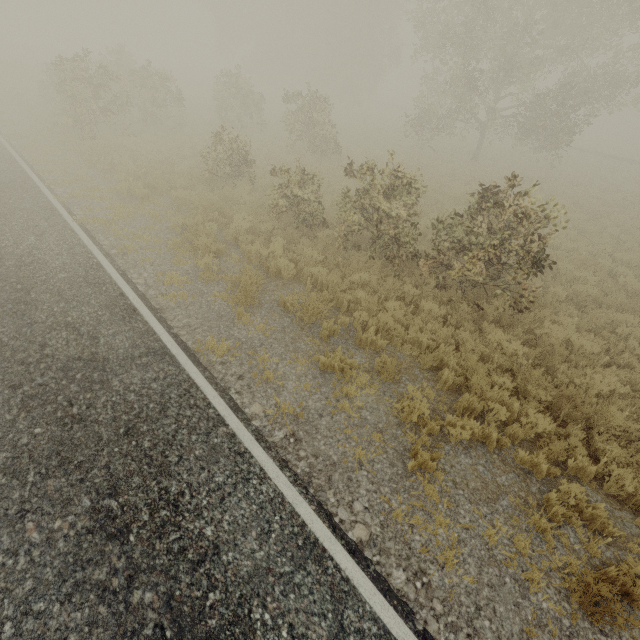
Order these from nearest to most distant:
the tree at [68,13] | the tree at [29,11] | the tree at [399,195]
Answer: the tree at [399,195] < the tree at [68,13] < the tree at [29,11]

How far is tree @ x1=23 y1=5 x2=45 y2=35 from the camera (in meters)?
58.06

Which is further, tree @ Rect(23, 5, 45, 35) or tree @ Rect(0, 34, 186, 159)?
tree @ Rect(23, 5, 45, 35)

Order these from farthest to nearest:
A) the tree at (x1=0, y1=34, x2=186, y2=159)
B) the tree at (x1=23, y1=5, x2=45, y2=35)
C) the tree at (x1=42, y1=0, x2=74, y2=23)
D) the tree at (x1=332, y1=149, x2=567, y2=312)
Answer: the tree at (x1=23, y1=5, x2=45, y2=35) → the tree at (x1=42, y1=0, x2=74, y2=23) → the tree at (x1=0, y1=34, x2=186, y2=159) → the tree at (x1=332, y1=149, x2=567, y2=312)

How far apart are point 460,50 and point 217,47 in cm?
3726

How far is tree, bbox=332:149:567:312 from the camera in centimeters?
718cm

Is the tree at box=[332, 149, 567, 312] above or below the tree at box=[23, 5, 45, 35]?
below

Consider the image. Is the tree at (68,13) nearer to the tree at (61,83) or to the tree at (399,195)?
the tree at (61,83)
